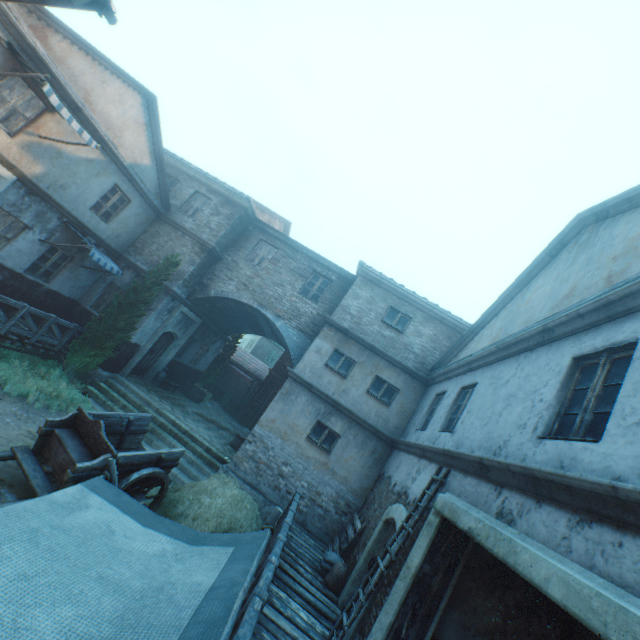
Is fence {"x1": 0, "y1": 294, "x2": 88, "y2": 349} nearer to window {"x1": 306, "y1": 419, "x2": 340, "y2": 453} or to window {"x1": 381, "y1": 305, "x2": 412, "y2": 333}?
window {"x1": 306, "y1": 419, "x2": 340, "y2": 453}

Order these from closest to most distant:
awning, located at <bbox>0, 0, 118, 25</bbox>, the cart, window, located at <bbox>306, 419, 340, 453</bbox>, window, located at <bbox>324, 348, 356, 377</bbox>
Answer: awning, located at <bbox>0, 0, 118, 25</bbox> < the cart < window, located at <bbox>306, 419, 340, 453</bbox> < window, located at <bbox>324, 348, 356, 377</bbox>

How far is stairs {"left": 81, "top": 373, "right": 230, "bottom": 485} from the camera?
10.7 meters

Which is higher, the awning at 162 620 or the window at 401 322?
the window at 401 322

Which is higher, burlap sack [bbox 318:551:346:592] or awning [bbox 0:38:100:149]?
awning [bbox 0:38:100:149]

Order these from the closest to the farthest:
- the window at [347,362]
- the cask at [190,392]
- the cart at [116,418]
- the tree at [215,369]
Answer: the cart at [116,418] < the window at [347,362] < the cask at [190,392] < the tree at [215,369]

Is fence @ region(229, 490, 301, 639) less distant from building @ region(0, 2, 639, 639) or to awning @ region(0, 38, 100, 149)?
building @ region(0, 2, 639, 639)

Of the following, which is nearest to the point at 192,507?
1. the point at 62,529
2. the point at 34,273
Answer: the point at 62,529
